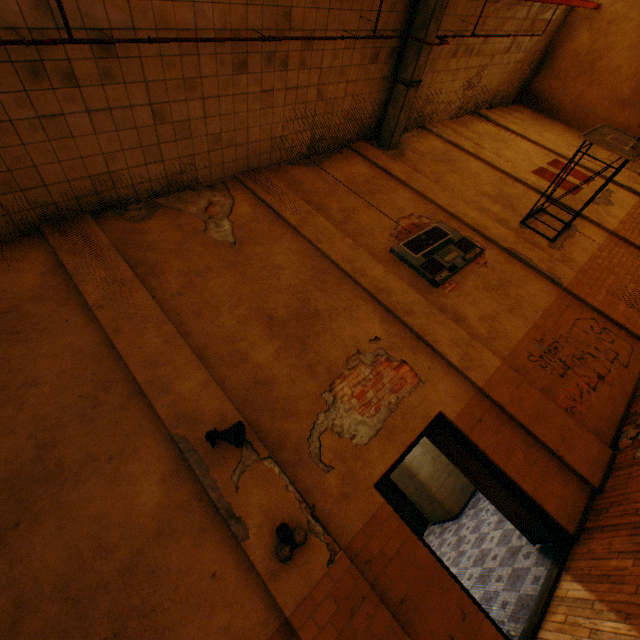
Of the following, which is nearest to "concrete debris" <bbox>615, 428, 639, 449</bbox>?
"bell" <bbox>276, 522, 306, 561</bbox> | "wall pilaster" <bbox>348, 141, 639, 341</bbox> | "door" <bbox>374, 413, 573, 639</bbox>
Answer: "door" <bbox>374, 413, 573, 639</bbox>

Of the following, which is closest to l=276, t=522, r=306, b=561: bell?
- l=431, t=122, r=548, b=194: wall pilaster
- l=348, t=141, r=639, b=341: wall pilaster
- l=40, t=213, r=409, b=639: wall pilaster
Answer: l=40, t=213, r=409, b=639: wall pilaster

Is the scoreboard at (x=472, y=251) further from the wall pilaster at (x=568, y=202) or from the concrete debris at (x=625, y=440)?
the wall pilaster at (x=568, y=202)

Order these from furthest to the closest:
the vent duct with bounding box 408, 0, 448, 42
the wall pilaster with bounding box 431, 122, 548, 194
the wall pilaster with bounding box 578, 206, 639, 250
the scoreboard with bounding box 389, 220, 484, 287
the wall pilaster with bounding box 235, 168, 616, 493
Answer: the wall pilaster with bounding box 431, 122, 548, 194, the wall pilaster with bounding box 578, 206, 639, 250, the vent duct with bounding box 408, 0, 448, 42, the scoreboard with bounding box 389, 220, 484, 287, the wall pilaster with bounding box 235, 168, 616, 493

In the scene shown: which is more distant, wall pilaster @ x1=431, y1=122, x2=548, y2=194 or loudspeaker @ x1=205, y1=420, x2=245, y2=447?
wall pilaster @ x1=431, y1=122, x2=548, y2=194

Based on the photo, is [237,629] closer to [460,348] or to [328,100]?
[460,348]

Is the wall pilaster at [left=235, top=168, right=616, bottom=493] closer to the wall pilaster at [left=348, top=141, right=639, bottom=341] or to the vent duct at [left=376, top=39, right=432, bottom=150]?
the wall pilaster at [left=348, top=141, right=639, bottom=341]

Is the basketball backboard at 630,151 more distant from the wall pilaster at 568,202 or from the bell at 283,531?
the bell at 283,531
